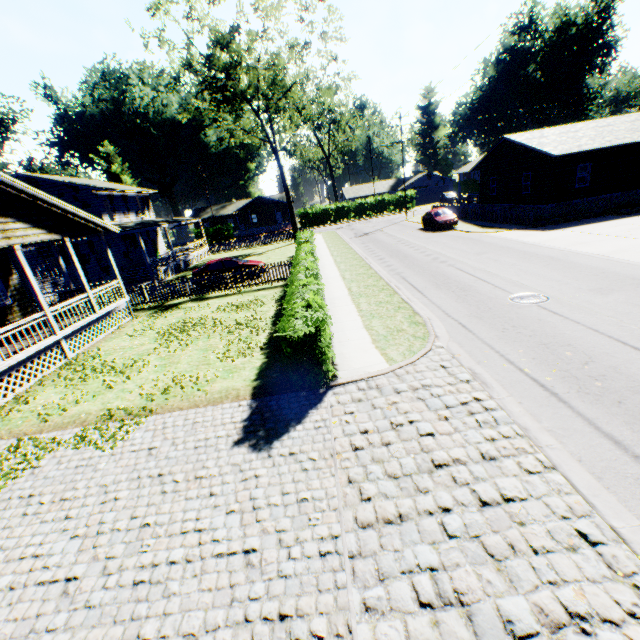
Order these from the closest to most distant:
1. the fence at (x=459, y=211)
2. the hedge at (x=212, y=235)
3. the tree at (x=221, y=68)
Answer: the fence at (x=459, y=211) → the tree at (x=221, y=68) → the hedge at (x=212, y=235)

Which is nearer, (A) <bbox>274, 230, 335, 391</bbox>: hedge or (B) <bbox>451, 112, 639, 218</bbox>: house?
(A) <bbox>274, 230, 335, 391</bbox>: hedge

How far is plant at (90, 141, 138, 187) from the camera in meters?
54.2 m

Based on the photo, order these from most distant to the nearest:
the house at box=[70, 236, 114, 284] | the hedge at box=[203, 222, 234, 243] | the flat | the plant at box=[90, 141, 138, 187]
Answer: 1. the hedge at box=[203, 222, 234, 243]
2. the plant at box=[90, 141, 138, 187]
3. the house at box=[70, 236, 114, 284]
4. the flat

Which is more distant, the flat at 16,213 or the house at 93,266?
the house at 93,266

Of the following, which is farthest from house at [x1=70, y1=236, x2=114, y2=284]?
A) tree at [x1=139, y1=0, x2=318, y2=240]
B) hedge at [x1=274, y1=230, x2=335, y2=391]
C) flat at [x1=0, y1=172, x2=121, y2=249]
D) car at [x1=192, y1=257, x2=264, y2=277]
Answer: hedge at [x1=274, y1=230, x2=335, y2=391]

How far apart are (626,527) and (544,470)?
1.0 meters

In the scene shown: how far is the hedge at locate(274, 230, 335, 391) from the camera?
7.1 meters
